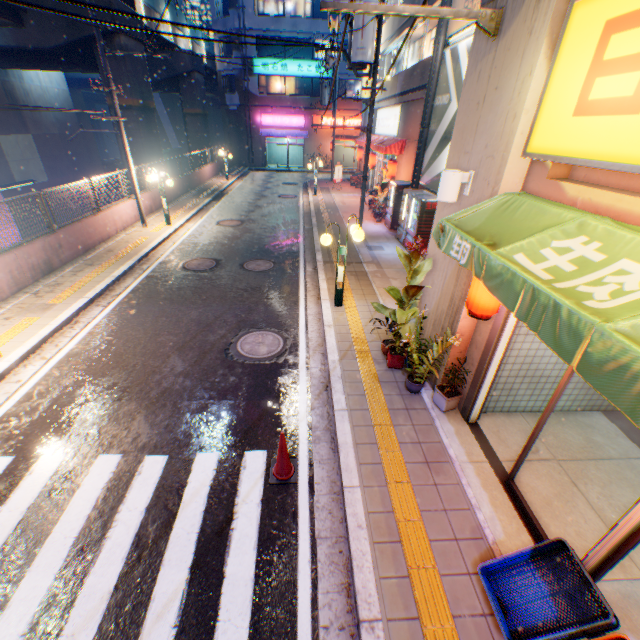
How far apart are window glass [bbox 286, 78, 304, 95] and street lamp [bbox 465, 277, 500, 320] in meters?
37.0

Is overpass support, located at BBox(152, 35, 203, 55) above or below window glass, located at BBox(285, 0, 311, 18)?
below

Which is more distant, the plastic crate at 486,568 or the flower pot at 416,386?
the flower pot at 416,386

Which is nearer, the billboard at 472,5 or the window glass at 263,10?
the billboard at 472,5

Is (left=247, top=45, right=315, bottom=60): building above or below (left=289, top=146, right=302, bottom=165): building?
above

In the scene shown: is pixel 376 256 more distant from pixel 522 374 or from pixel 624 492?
pixel 624 492

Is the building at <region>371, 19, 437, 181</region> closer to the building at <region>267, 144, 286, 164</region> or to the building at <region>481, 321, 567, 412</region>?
the building at <region>481, 321, 567, 412</region>

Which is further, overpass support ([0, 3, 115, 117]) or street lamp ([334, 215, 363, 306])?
overpass support ([0, 3, 115, 117])
